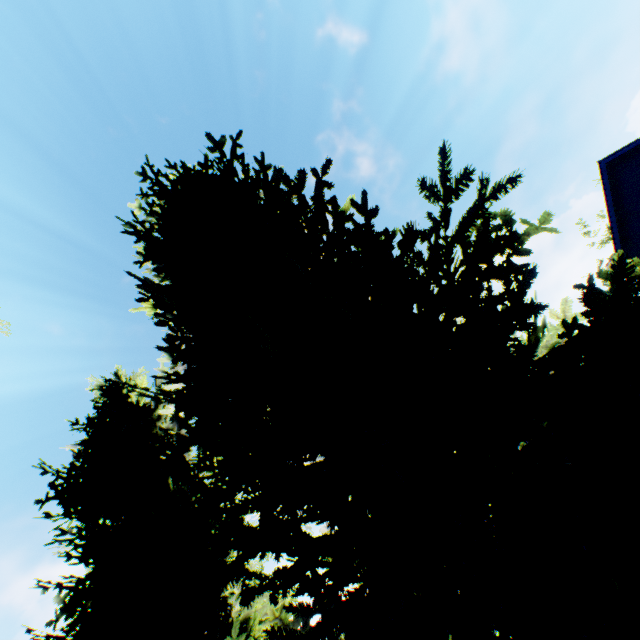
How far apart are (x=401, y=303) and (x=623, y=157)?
25.7m
